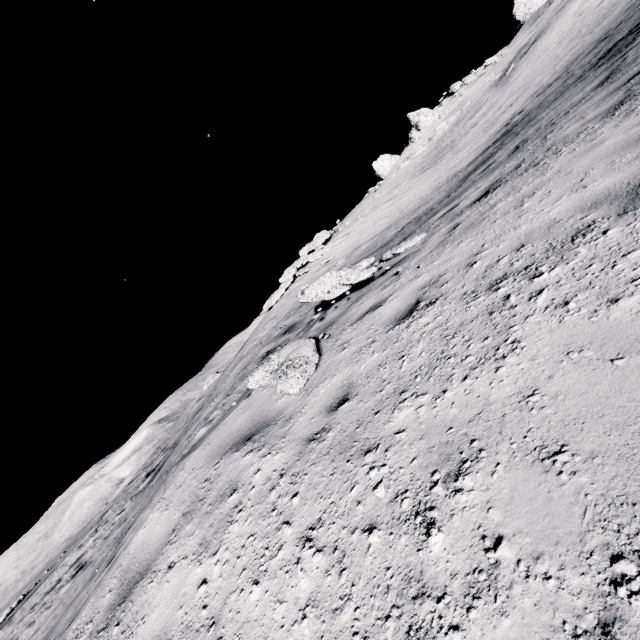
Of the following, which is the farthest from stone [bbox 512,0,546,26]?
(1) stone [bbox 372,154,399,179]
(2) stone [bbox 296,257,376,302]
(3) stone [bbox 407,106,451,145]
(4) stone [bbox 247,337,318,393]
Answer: (4) stone [bbox 247,337,318,393]

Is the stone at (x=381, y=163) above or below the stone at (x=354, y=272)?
above

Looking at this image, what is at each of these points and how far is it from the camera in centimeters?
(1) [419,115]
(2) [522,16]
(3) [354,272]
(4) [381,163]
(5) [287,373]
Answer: (1) stone, 3569cm
(2) stone, 3553cm
(3) stone, 584cm
(4) stone, 4081cm
(5) stone, 391cm

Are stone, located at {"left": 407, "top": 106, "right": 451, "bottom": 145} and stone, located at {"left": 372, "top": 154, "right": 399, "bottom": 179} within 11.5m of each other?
yes

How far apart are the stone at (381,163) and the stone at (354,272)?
39.05m

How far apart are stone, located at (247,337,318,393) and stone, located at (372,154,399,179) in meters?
41.3 m

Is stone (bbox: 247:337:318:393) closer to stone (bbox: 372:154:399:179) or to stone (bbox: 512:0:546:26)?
stone (bbox: 372:154:399:179)

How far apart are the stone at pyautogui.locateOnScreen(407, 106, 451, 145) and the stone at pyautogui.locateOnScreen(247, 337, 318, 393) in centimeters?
3860cm
